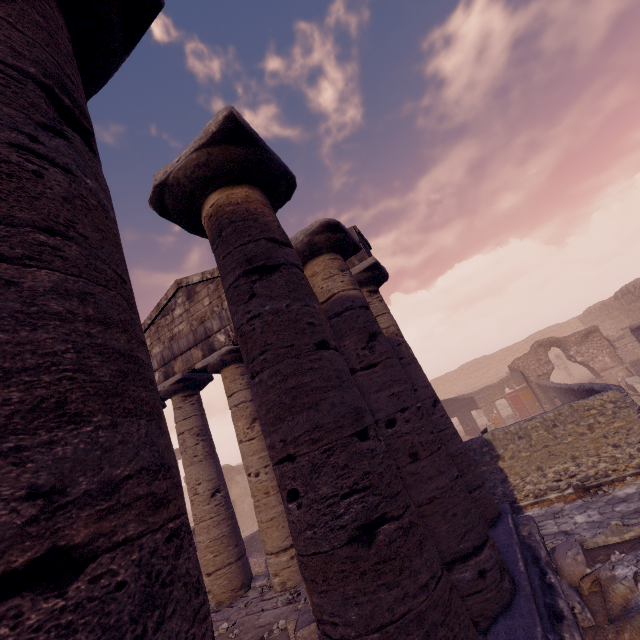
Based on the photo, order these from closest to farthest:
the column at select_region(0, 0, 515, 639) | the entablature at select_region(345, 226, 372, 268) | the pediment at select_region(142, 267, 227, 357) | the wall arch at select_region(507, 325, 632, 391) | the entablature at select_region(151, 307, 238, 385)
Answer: the column at select_region(0, 0, 515, 639), the entablature at select_region(345, 226, 372, 268), the entablature at select_region(151, 307, 238, 385), the pediment at select_region(142, 267, 227, 357), the wall arch at select_region(507, 325, 632, 391)

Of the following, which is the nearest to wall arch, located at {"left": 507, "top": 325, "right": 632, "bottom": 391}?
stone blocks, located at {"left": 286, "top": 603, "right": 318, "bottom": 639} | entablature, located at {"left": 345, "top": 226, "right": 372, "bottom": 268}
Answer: Answer: entablature, located at {"left": 345, "top": 226, "right": 372, "bottom": 268}

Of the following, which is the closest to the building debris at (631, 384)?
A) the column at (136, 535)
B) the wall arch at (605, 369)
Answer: the wall arch at (605, 369)

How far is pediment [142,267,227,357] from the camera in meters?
9.6

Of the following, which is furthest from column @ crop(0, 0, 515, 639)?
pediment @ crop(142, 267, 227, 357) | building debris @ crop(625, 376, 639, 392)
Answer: building debris @ crop(625, 376, 639, 392)

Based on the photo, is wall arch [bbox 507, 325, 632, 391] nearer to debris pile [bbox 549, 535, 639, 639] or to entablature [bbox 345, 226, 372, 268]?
debris pile [bbox 549, 535, 639, 639]

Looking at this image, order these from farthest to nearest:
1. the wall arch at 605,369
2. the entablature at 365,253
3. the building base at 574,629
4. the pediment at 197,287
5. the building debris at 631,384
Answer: the wall arch at 605,369 → the building debris at 631,384 → the pediment at 197,287 → the entablature at 365,253 → the building base at 574,629

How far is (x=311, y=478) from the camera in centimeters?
232cm
